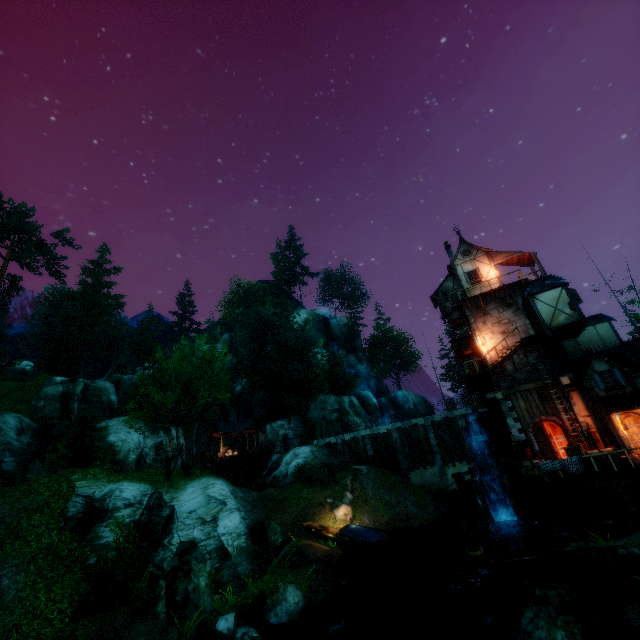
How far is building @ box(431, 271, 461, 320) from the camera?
27.70m

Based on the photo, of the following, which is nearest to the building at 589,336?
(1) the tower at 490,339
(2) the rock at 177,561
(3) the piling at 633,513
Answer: (1) the tower at 490,339

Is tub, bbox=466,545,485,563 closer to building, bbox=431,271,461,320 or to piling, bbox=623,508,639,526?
piling, bbox=623,508,639,526

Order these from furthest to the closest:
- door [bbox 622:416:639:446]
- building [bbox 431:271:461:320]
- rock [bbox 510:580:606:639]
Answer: building [bbox 431:271:461:320] → door [bbox 622:416:639:446] → rock [bbox 510:580:606:639]

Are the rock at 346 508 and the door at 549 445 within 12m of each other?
no

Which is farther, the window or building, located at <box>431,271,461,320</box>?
building, located at <box>431,271,461,320</box>

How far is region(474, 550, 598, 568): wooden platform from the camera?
11.5 meters

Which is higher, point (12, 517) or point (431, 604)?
point (12, 517)
